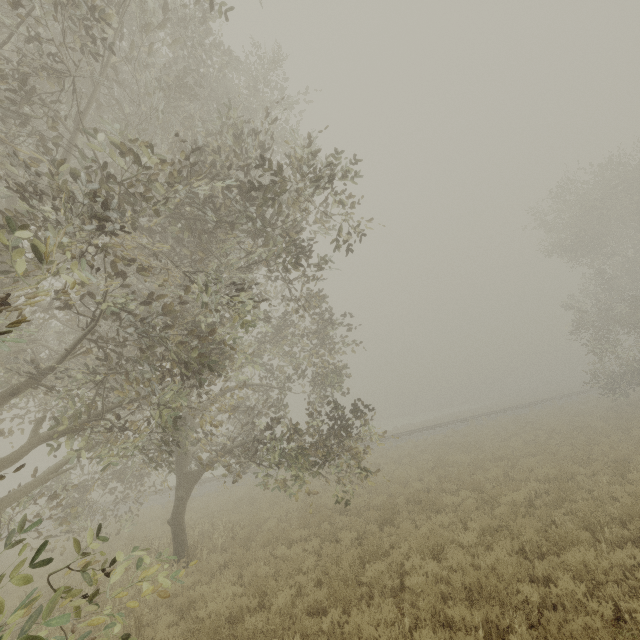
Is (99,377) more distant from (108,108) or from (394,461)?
(394,461)

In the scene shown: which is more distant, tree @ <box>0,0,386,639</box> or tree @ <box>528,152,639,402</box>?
tree @ <box>528,152,639,402</box>

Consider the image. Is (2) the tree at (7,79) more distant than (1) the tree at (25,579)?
Yes

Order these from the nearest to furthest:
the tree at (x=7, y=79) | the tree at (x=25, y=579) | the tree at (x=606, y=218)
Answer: the tree at (x=25, y=579)
the tree at (x=7, y=79)
the tree at (x=606, y=218)

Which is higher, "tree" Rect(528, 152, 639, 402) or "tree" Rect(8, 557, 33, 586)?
"tree" Rect(528, 152, 639, 402)

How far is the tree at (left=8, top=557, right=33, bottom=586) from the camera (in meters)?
2.52
